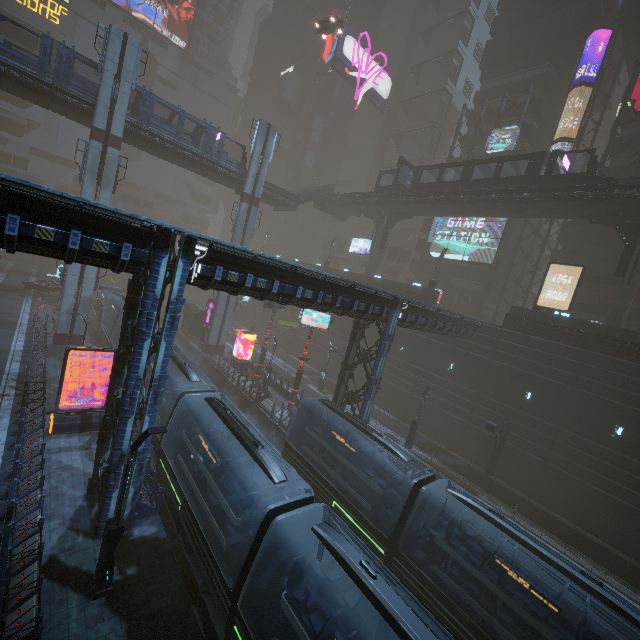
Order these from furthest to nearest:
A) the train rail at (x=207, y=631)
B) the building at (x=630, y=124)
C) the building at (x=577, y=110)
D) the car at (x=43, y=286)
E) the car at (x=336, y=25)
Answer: the car at (x=43, y=286) < the car at (x=336, y=25) < the building at (x=577, y=110) < the building at (x=630, y=124) < the train rail at (x=207, y=631)

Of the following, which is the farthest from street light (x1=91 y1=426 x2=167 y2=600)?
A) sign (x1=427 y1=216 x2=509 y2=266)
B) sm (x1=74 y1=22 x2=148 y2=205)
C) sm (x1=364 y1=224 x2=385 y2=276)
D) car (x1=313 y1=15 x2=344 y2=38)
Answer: car (x1=313 y1=15 x2=344 y2=38)

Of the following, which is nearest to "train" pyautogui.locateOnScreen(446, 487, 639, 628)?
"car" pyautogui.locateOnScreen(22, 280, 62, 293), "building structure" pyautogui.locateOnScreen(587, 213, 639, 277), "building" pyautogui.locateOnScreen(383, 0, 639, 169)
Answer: "building" pyautogui.locateOnScreen(383, 0, 639, 169)

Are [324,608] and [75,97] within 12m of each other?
no

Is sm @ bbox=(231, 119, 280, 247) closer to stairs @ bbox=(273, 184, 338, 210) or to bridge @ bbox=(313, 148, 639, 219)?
stairs @ bbox=(273, 184, 338, 210)

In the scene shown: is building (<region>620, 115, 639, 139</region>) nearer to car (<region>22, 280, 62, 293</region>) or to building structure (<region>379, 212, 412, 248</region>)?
car (<region>22, 280, 62, 293</region>)

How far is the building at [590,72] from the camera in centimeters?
3434cm

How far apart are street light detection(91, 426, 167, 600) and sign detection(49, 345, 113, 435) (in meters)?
9.60
